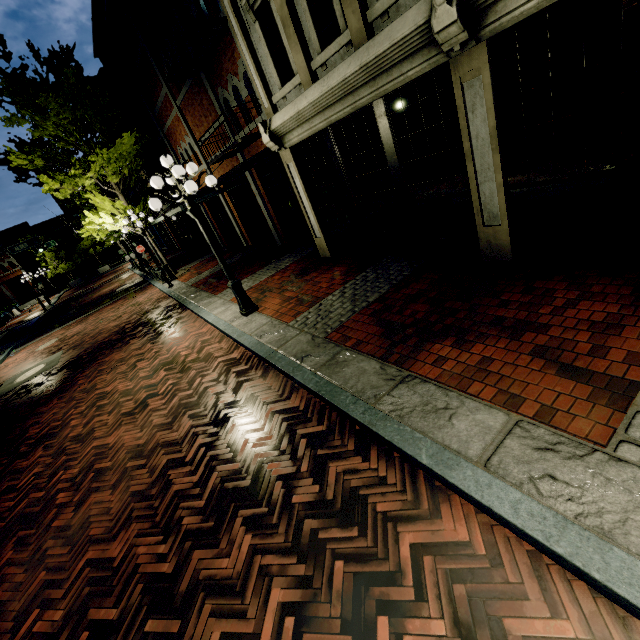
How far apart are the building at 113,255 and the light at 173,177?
53.8 meters

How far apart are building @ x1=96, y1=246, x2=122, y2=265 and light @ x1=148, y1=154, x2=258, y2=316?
A: 53.8m

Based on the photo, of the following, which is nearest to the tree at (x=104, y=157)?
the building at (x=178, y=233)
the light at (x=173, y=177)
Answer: the building at (x=178, y=233)

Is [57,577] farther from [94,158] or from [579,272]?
[94,158]

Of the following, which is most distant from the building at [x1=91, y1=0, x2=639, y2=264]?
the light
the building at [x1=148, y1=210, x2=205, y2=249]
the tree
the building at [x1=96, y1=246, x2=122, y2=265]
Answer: the building at [x1=96, y1=246, x2=122, y2=265]

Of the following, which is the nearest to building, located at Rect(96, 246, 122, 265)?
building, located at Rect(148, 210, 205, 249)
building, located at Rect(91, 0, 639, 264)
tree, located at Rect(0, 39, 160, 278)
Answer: tree, located at Rect(0, 39, 160, 278)

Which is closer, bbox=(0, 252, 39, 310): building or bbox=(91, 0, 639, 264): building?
bbox=(91, 0, 639, 264): building

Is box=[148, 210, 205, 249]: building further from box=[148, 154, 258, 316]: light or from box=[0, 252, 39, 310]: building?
box=[0, 252, 39, 310]: building
